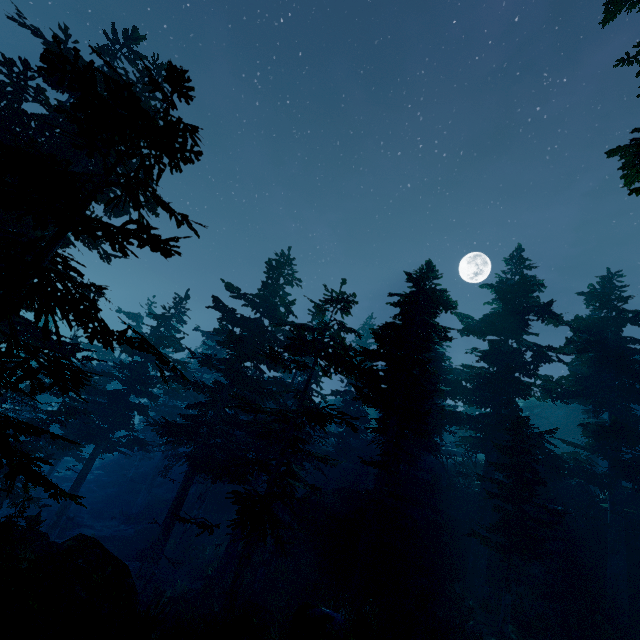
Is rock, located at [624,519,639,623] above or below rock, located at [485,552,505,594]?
above

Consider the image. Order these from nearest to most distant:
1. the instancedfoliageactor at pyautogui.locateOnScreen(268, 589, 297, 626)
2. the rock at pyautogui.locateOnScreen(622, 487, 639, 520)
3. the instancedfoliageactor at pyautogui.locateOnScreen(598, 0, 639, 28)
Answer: the instancedfoliageactor at pyautogui.locateOnScreen(598, 0, 639, 28) → the instancedfoliageactor at pyautogui.locateOnScreen(268, 589, 297, 626) → the rock at pyautogui.locateOnScreen(622, 487, 639, 520)

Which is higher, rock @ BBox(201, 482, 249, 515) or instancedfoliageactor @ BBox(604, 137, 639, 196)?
instancedfoliageactor @ BBox(604, 137, 639, 196)

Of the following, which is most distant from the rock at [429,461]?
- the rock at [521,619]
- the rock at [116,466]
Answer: the rock at [116,466]

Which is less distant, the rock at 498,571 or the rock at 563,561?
the rock at 563,561

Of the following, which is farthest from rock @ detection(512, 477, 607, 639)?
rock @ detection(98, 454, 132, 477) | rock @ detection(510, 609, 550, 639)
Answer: rock @ detection(98, 454, 132, 477)

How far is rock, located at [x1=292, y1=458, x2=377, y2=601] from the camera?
18.6m

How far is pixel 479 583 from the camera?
19.8 meters
